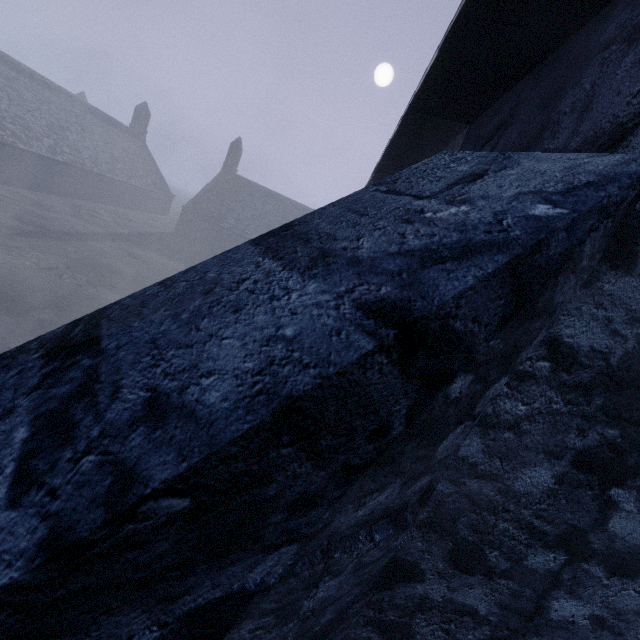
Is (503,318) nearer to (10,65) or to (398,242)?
(398,242)

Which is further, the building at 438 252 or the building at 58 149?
the building at 58 149

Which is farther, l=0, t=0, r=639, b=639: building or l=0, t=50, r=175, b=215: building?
l=0, t=50, r=175, b=215: building
